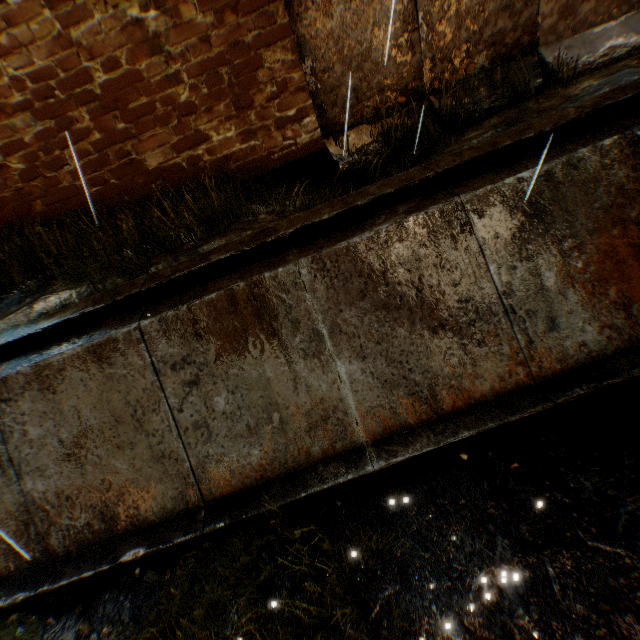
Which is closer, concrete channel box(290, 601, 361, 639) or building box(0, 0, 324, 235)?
concrete channel box(290, 601, 361, 639)

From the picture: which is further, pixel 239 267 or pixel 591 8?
pixel 591 8

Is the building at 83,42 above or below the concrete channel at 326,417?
above

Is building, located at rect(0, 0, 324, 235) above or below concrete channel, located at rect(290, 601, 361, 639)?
above
